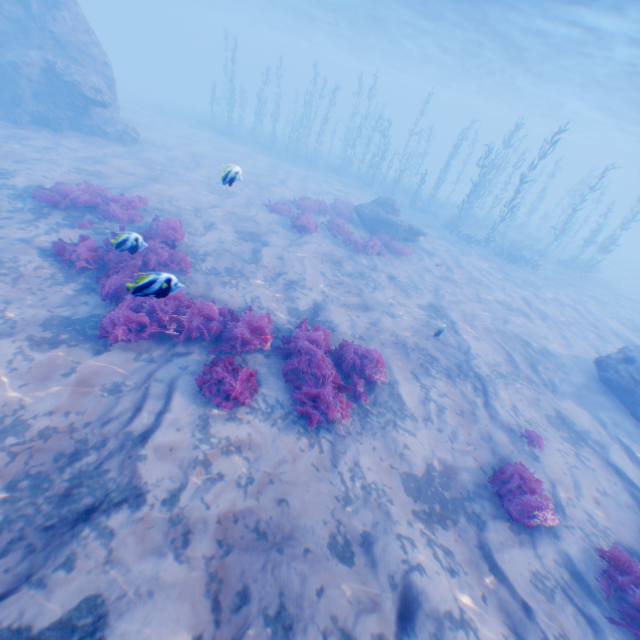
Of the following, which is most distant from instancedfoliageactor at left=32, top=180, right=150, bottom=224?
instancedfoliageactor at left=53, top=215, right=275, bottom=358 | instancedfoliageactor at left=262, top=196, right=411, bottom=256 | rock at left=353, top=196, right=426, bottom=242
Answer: rock at left=353, top=196, right=426, bottom=242

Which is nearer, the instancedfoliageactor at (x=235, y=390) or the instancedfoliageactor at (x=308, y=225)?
the instancedfoliageactor at (x=235, y=390)

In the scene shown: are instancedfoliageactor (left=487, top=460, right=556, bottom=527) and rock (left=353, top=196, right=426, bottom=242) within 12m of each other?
no

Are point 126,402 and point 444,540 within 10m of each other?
yes

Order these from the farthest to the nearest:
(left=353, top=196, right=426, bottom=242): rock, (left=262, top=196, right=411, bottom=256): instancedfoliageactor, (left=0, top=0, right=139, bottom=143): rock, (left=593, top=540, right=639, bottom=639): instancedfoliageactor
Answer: (left=353, top=196, right=426, bottom=242): rock → (left=0, top=0, right=139, bottom=143): rock → (left=262, top=196, right=411, bottom=256): instancedfoliageactor → (left=593, top=540, right=639, bottom=639): instancedfoliageactor

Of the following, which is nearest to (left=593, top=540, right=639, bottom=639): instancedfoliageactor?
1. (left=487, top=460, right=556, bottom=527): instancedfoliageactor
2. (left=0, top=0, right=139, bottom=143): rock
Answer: (left=487, top=460, right=556, bottom=527): instancedfoliageactor

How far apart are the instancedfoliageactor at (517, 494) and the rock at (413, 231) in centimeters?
1311cm

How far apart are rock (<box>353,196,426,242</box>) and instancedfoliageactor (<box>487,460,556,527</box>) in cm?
1311
